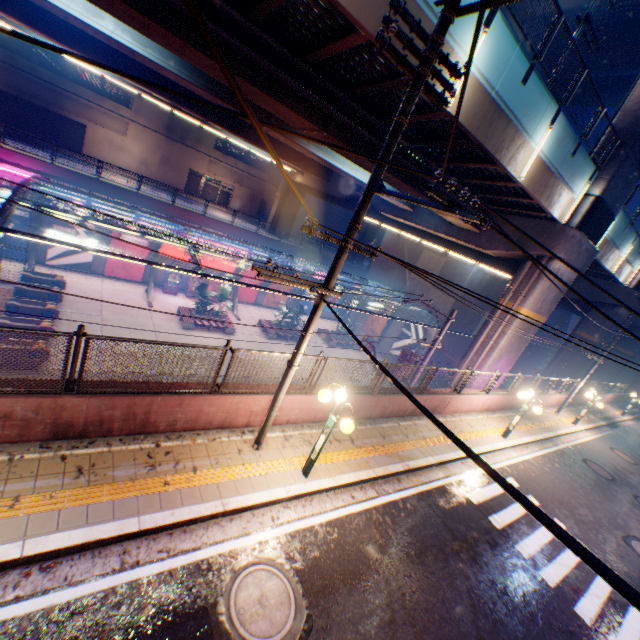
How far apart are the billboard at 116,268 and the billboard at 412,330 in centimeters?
2400cm

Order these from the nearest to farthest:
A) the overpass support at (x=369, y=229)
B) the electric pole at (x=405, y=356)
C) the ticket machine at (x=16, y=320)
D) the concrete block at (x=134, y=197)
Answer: the electric pole at (x=405, y=356) → the ticket machine at (x=16, y=320) → the concrete block at (x=134, y=197) → the overpass support at (x=369, y=229)

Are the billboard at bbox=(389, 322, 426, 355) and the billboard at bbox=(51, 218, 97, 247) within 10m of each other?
no

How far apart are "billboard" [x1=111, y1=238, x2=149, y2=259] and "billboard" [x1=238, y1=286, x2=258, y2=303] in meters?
7.6 m

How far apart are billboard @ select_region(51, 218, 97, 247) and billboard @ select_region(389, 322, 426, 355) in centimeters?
2732cm

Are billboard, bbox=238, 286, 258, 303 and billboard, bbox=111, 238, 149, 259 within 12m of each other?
yes

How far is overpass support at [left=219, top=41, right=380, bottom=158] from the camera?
9.2 meters

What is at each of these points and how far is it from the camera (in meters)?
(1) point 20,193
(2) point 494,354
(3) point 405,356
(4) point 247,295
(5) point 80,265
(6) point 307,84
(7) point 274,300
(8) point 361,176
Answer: (1) canopy, 13.50
(2) overpass support, 17.19
(3) electric pole, 15.23
(4) billboard, 32.28
(5) billboard, 24.14
(6) overpass support, 10.20
(7) billboard, 34.16
(8) overpass support, 18.86
